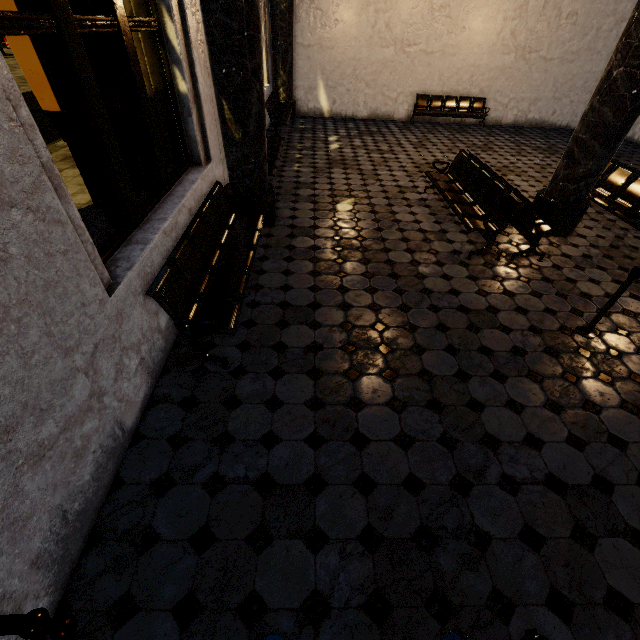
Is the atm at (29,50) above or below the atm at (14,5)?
below

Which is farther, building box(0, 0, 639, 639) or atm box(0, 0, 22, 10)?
atm box(0, 0, 22, 10)

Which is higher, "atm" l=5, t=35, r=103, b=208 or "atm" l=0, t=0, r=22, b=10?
"atm" l=0, t=0, r=22, b=10

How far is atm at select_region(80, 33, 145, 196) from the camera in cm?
358

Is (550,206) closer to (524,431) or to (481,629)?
(524,431)

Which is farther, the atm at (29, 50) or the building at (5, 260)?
the atm at (29, 50)
